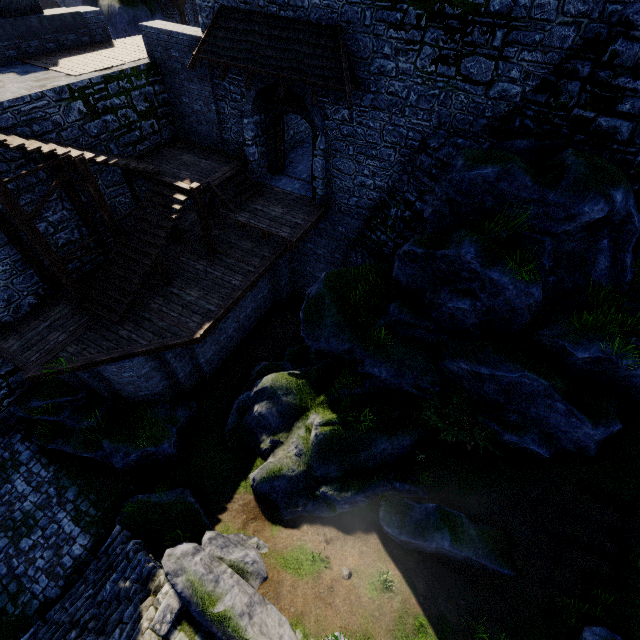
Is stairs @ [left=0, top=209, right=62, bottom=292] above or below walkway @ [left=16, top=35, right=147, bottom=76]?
below

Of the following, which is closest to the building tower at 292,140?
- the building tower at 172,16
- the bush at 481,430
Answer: the bush at 481,430

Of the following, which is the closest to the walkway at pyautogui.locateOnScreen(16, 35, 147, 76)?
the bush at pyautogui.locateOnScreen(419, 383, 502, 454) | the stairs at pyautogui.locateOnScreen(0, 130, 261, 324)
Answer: the stairs at pyautogui.locateOnScreen(0, 130, 261, 324)

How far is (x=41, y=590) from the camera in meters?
9.5

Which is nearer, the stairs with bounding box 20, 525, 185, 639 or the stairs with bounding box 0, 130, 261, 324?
the stairs with bounding box 20, 525, 185, 639

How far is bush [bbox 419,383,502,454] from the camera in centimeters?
921cm

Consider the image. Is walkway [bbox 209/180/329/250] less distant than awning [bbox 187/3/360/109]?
No

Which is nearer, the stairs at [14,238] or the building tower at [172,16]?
the stairs at [14,238]
